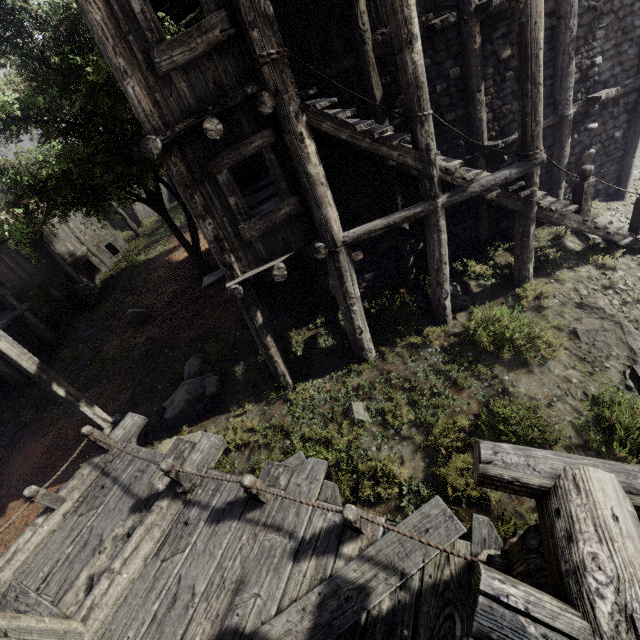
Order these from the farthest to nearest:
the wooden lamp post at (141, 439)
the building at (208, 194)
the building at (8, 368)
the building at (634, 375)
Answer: the building at (8, 368)
the wooden lamp post at (141, 439)
the building at (208, 194)
the building at (634, 375)

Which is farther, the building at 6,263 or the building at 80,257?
the building at 80,257

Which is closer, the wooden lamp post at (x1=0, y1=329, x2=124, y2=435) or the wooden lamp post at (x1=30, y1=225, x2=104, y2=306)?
the wooden lamp post at (x1=0, y1=329, x2=124, y2=435)

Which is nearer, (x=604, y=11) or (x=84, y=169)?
(x=604, y=11)

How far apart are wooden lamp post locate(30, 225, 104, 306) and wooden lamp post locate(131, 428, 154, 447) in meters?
10.9

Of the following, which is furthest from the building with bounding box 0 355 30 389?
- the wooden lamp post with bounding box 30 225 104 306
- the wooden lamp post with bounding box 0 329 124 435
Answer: the wooden lamp post with bounding box 0 329 124 435
